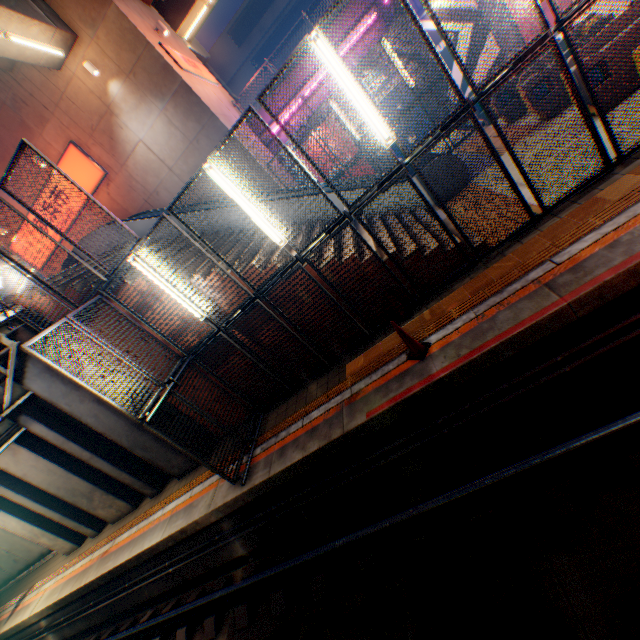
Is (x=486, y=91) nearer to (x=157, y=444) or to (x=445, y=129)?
(x=445, y=129)

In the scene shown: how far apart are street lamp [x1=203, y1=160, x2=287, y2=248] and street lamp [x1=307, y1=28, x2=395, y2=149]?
2.33m

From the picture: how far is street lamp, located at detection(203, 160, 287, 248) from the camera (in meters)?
5.69

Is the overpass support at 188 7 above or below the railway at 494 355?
above

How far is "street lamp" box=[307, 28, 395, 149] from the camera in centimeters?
476cm

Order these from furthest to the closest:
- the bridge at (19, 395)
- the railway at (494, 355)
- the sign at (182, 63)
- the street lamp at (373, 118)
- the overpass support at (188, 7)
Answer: the overpass support at (188, 7) → the sign at (182, 63) → the bridge at (19, 395) → the street lamp at (373, 118) → the railway at (494, 355)

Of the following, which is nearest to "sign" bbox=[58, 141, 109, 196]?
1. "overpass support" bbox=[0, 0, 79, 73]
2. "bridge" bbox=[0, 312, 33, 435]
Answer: "overpass support" bbox=[0, 0, 79, 73]

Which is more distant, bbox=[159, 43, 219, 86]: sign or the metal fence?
bbox=[159, 43, 219, 86]: sign
